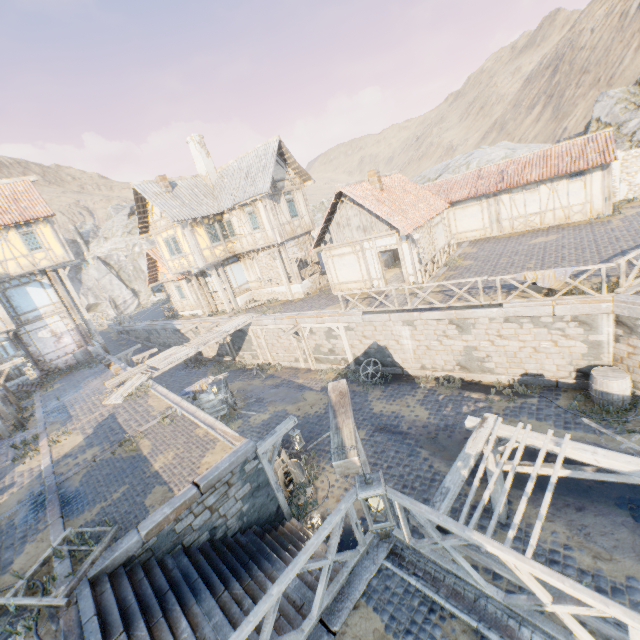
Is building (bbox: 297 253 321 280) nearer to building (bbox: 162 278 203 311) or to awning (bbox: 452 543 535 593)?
building (bbox: 162 278 203 311)

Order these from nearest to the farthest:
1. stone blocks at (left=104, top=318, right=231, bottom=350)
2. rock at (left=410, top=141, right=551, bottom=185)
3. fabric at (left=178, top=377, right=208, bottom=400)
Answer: fabric at (left=178, top=377, right=208, bottom=400), stone blocks at (left=104, top=318, right=231, bottom=350), rock at (left=410, top=141, right=551, bottom=185)

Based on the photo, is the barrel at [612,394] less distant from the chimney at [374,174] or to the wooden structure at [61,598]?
the chimney at [374,174]

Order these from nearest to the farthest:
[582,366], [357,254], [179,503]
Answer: [179,503]
[582,366]
[357,254]

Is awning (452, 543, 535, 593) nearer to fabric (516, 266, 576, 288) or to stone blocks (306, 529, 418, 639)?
stone blocks (306, 529, 418, 639)

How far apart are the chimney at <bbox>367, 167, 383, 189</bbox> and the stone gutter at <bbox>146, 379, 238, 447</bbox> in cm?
1446

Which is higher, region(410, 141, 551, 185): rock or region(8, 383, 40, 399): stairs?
region(410, 141, 551, 185): rock

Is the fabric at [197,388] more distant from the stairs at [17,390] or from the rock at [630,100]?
the rock at [630,100]
